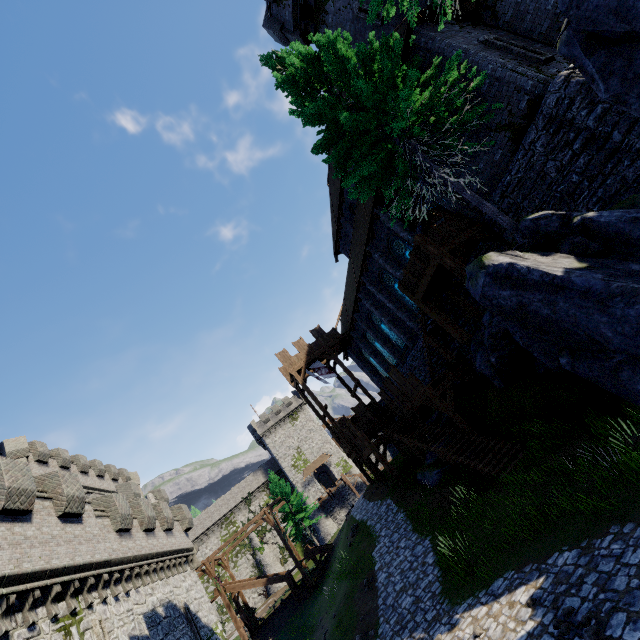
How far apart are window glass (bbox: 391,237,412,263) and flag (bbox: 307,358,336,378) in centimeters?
1259cm

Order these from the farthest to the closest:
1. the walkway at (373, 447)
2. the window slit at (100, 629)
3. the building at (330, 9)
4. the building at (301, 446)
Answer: the building at (301, 446)
the walkway at (373, 447)
the building at (330, 9)
the window slit at (100, 629)

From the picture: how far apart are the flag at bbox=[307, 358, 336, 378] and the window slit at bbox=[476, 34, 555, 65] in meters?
22.6

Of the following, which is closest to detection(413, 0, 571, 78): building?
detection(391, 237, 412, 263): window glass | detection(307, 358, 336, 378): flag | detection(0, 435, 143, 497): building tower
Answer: detection(391, 237, 412, 263): window glass

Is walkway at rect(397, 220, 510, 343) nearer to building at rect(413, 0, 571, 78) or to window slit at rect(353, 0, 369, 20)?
building at rect(413, 0, 571, 78)

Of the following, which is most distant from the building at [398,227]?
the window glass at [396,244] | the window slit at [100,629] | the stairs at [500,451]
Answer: the window slit at [100,629]

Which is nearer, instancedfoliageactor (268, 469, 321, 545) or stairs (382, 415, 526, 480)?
stairs (382, 415, 526, 480)

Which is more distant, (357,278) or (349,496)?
(349,496)
